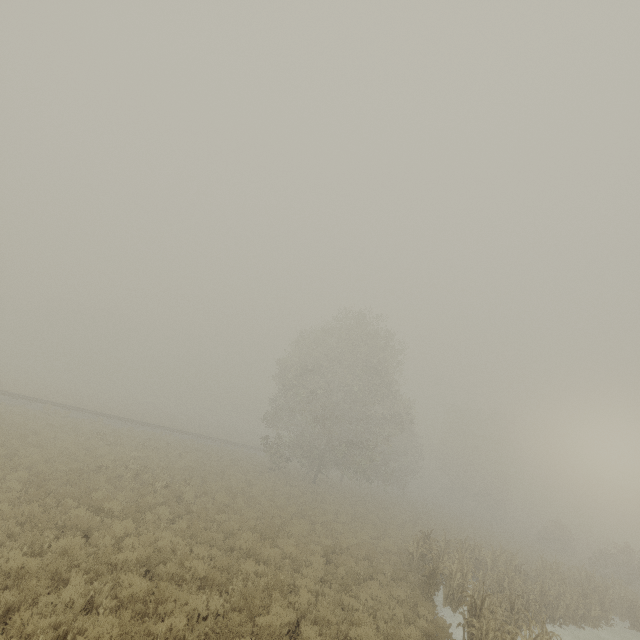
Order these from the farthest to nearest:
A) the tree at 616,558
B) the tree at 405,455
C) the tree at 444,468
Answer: the tree at 444,468, the tree at 405,455, the tree at 616,558

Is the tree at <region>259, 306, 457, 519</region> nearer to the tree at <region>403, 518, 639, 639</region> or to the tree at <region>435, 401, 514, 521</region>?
the tree at <region>403, 518, 639, 639</region>

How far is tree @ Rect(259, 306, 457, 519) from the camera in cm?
2812

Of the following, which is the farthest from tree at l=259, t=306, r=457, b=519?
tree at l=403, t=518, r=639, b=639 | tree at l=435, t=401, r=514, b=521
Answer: tree at l=435, t=401, r=514, b=521

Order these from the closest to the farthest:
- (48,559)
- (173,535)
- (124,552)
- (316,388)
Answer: (48,559), (124,552), (173,535), (316,388)

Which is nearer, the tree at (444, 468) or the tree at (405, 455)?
the tree at (405, 455)

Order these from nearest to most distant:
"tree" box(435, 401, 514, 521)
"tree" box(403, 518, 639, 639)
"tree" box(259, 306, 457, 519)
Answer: "tree" box(403, 518, 639, 639) → "tree" box(259, 306, 457, 519) → "tree" box(435, 401, 514, 521)
